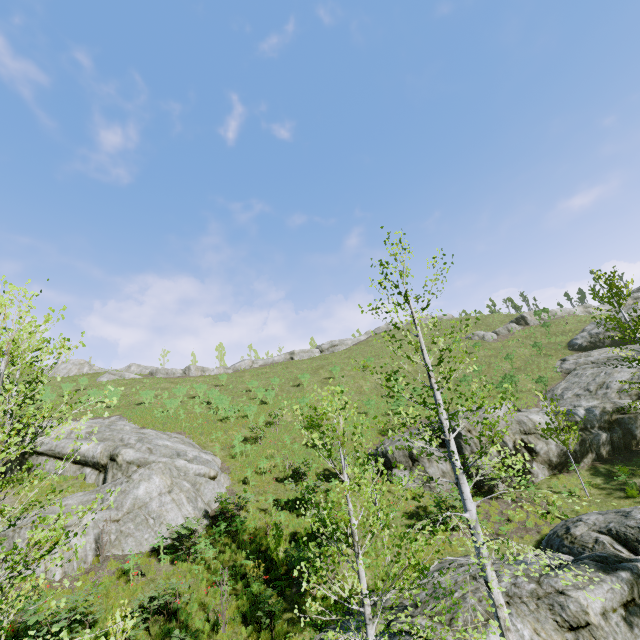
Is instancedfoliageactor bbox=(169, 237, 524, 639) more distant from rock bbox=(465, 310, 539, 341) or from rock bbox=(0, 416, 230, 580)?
rock bbox=(465, 310, 539, 341)

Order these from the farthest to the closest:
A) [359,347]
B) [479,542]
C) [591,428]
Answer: [359,347]
[591,428]
[479,542]

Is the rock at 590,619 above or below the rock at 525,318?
below

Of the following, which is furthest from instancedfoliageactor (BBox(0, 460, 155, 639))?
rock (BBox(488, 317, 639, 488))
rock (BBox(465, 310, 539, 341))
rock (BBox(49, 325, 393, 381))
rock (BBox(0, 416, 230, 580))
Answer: rock (BBox(49, 325, 393, 381))

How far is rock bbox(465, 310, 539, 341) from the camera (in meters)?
40.78

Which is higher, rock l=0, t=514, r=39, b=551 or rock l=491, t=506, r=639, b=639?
rock l=0, t=514, r=39, b=551

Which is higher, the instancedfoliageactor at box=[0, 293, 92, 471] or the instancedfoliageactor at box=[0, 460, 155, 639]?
the instancedfoliageactor at box=[0, 293, 92, 471]

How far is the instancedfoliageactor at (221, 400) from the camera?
24.64m
